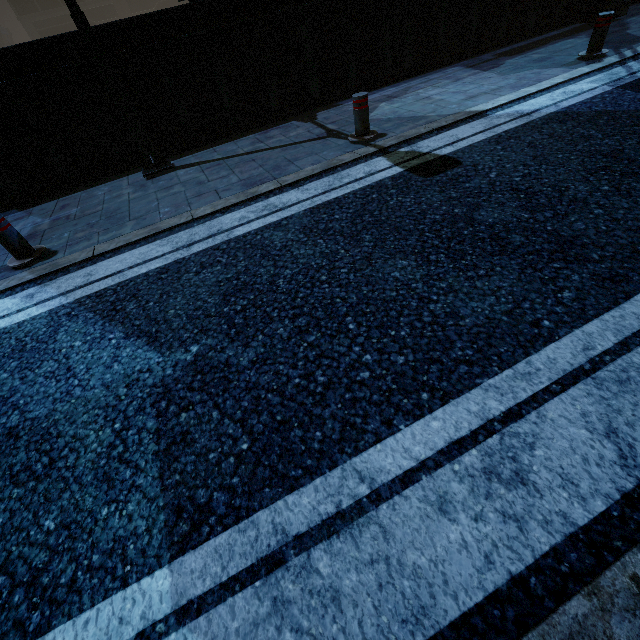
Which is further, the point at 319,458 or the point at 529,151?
the point at 529,151

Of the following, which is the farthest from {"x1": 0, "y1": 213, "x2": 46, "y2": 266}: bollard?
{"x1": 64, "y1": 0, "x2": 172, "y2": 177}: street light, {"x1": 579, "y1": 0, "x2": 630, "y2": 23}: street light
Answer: {"x1": 579, "y1": 0, "x2": 630, "y2": 23}: street light

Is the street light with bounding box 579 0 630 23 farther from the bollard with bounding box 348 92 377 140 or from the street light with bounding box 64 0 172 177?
the street light with bounding box 64 0 172 177

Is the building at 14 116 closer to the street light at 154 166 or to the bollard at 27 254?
the street light at 154 166

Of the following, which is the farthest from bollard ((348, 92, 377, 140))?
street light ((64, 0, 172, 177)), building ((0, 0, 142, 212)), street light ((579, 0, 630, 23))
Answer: street light ((579, 0, 630, 23))

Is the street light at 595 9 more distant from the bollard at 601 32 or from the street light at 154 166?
the street light at 154 166

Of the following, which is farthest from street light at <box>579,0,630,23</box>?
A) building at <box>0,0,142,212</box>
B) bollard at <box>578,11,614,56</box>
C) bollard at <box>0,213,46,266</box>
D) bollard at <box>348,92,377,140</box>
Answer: bollard at <box>0,213,46,266</box>

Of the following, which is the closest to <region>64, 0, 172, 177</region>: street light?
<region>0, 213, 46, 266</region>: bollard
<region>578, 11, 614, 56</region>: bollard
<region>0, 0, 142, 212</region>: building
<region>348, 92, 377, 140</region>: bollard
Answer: <region>0, 0, 142, 212</region>: building
